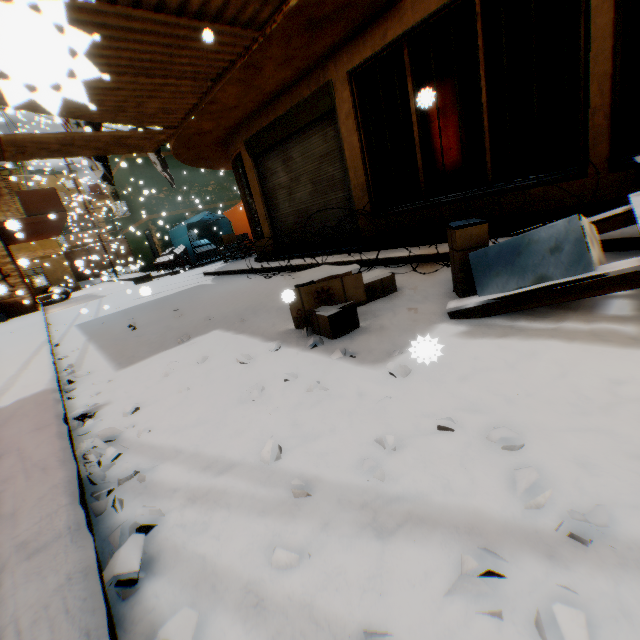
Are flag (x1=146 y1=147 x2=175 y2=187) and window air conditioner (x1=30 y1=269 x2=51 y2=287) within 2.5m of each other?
no

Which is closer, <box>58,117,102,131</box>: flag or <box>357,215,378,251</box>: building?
<box>357,215,378,251</box>: building

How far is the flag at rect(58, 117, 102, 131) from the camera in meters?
8.5

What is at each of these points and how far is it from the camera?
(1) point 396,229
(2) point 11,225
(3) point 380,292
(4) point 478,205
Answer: (1) building, 5.8m
(2) balcony, 4.8m
(3) cardboard box, 3.8m
(4) building, 4.7m

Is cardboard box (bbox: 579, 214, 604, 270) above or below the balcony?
below

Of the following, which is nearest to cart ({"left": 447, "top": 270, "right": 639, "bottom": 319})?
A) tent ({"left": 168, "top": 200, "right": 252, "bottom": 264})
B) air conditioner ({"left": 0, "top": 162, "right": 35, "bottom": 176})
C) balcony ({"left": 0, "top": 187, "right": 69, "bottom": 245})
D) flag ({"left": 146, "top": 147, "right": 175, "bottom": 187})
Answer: balcony ({"left": 0, "top": 187, "right": 69, "bottom": 245})

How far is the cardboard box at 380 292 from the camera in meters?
2.9

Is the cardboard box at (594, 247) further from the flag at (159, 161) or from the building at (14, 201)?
the flag at (159, 161)
